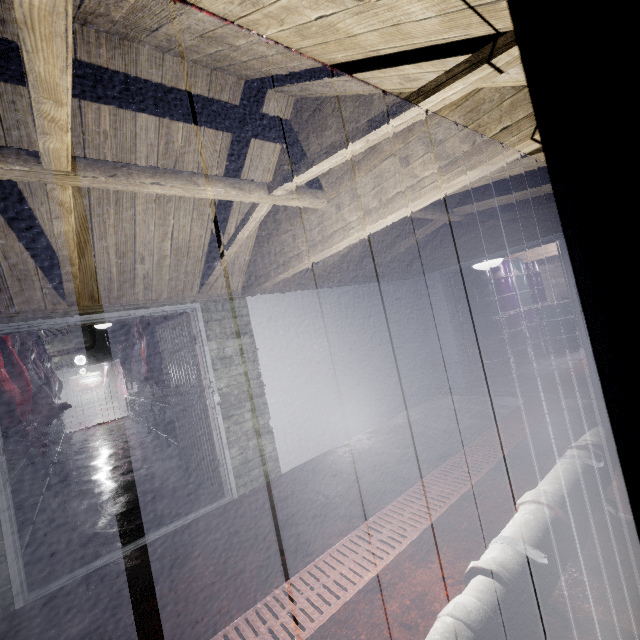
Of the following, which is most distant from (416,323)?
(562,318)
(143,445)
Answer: (143,445)

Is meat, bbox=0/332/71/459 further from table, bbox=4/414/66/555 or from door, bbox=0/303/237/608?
door, bbox=0/303/237/608

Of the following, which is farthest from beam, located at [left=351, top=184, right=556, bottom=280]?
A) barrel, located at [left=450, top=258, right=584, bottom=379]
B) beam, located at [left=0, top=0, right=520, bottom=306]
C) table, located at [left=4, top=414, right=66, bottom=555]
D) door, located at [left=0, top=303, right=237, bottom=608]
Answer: table, located at [left=4, top=414, right=66, bottom=555]

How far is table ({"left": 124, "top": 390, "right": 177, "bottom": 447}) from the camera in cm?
564

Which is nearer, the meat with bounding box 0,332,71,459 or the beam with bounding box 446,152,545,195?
the beam with bounding box 446,152,545,195

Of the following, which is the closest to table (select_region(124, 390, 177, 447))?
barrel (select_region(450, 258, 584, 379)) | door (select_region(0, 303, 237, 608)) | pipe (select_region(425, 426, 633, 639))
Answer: door (select_region(0, 303, 237, 608))

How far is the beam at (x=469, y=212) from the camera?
2.84m

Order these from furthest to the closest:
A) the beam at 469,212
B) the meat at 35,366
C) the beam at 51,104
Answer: the meat at 35,366 → the beam at 469,212 → the beam at 51,104
